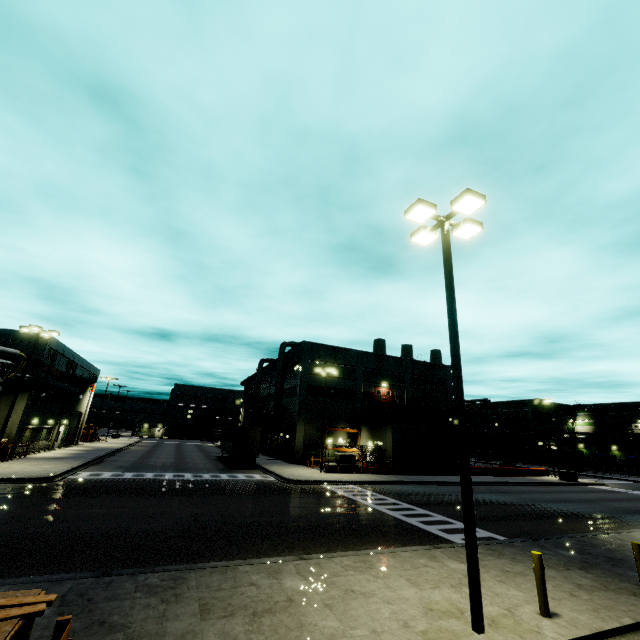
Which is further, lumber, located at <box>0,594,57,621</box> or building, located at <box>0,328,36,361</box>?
building, located at <box>0,328,36,361</box>

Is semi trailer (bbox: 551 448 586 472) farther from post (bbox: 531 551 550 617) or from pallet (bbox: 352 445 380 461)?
post (bbox: 531 551 550 617)

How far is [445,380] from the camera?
49.78m

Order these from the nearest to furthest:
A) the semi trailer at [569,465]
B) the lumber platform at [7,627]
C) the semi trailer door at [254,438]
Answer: the lumber platform at [7,627]
the semi trailer door at [254,438]
the semi trailer at [569,465]

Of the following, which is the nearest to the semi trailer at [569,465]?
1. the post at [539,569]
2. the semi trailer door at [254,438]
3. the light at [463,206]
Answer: the semi trailer door at [254,438]

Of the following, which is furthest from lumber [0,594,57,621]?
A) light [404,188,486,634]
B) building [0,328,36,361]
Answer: light [404,188,486,634]

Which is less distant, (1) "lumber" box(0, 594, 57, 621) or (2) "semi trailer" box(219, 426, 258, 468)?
(1) "lumber" box(0, 594, 57, 621)

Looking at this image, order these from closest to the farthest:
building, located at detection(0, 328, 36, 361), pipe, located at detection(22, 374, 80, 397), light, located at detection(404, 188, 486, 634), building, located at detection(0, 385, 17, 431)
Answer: light, located at detection(404, 188, 486, 634), building, located at detection(0, 385, 17, 431), pipe, located at detection(22, 374, 80, 397), building, located at detection(0, 328, 36, 361)
